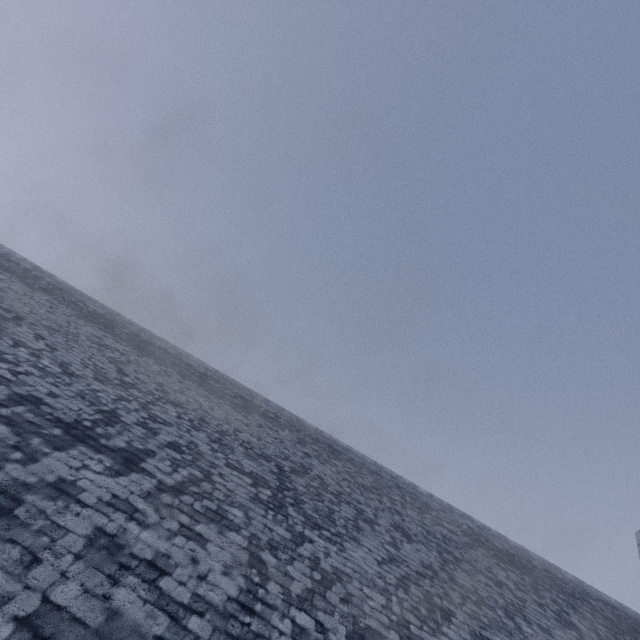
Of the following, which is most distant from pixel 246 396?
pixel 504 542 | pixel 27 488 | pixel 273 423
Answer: pixel 504 542
